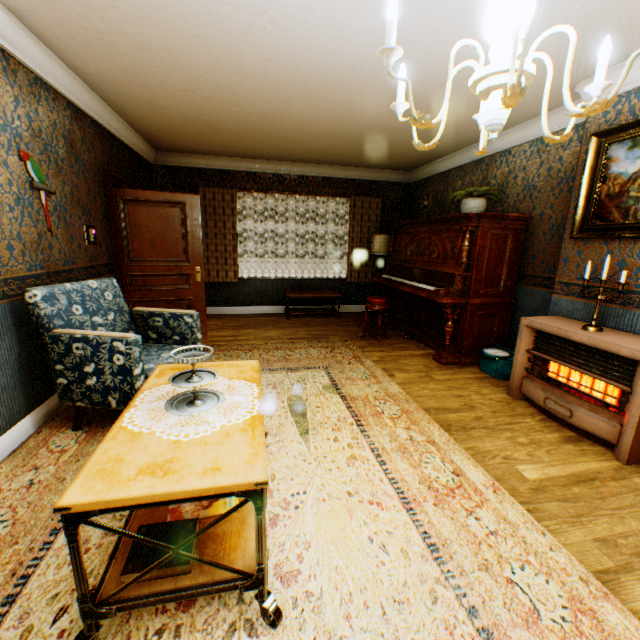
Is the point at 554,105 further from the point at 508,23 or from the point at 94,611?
the point at 94,611

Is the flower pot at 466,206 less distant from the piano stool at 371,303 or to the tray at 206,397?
the piano stool at 371,303

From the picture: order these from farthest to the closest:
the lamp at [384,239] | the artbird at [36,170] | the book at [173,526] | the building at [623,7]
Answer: the lamp at [384,239] < the artbird at [36,170] < the building at [623,7] < the book at [173,526]

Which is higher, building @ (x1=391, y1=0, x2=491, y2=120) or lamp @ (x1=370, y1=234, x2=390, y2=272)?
building @ (x1=391, y1=0, x2=491, y2=120)

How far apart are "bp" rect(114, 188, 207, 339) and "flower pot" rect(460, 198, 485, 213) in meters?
3.8

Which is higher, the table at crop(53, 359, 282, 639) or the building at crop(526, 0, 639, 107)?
the building at crop(526, 0, 639, 107)

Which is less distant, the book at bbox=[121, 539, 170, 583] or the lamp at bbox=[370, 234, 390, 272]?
the book at bbox=[121, 539, 170, 583]

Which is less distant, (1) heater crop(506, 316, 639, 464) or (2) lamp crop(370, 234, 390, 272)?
(1) heater crop(506, 316, 639, 464)
